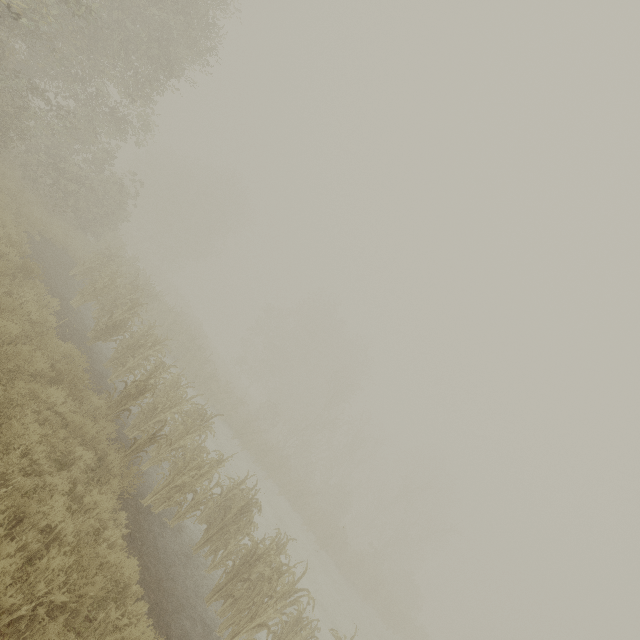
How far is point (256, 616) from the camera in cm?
622
